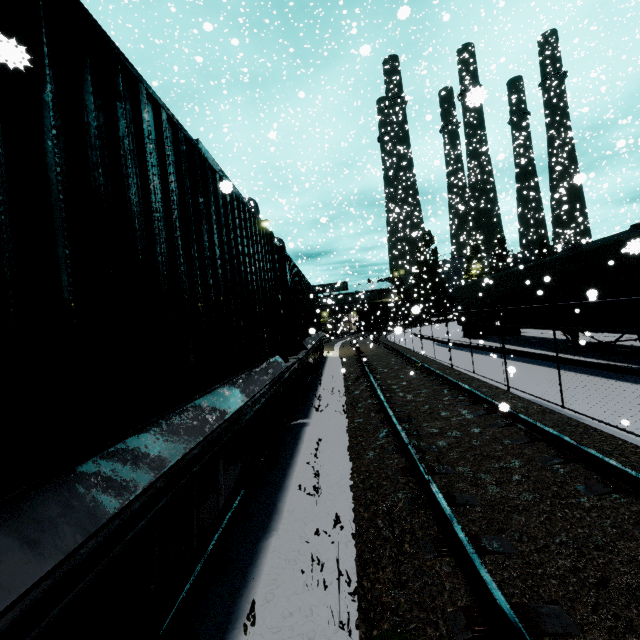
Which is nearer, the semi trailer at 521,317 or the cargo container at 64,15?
the cargo container at 64,15

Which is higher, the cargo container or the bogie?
the cargo container

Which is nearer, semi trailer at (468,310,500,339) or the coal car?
semi trailer at (468,310,500,339)

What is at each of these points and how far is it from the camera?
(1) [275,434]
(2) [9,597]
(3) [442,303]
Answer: (1) bogie, 4.87m
(2) flatcar, 0.93m
(3) coal car, 57.66m

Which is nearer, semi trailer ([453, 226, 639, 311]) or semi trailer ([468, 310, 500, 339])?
semi trailer ([453, 226, 639, 311])

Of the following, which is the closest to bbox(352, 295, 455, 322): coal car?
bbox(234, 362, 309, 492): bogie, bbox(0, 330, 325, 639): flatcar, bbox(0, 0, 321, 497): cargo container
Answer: bbox(0, 330, 325, 639): flatcar

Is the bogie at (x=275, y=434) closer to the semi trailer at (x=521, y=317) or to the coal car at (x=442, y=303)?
the semi trailer at (x=521, y=317)

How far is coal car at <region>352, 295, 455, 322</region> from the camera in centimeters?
4119cm
